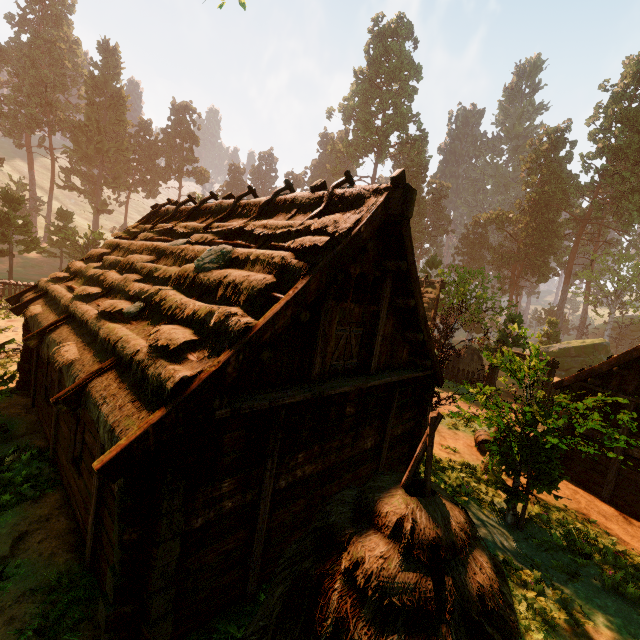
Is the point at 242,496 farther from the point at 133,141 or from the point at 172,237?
the point at 133,141

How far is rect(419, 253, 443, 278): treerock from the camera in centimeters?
4121cm

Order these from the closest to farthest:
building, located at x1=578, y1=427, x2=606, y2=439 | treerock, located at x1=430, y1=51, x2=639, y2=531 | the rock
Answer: treerock, located at x1=430, y1=51, x2=639, y2=531
building, located at x1=578, y1=427, x2=606, y2=439
the rock

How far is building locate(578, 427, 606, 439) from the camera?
11.4m

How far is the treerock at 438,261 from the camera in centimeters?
4121cm

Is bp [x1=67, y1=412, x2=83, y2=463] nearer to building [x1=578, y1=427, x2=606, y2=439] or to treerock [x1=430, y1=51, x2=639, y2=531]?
building [x1=578, y1=427, x2=606, y2=439]

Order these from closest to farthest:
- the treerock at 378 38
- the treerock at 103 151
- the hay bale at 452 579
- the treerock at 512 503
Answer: the hay bale at 452 579, the treerock at 512 503, the treerock at 103 151, the treerock at 378 38

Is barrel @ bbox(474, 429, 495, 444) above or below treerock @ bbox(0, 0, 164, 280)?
below
